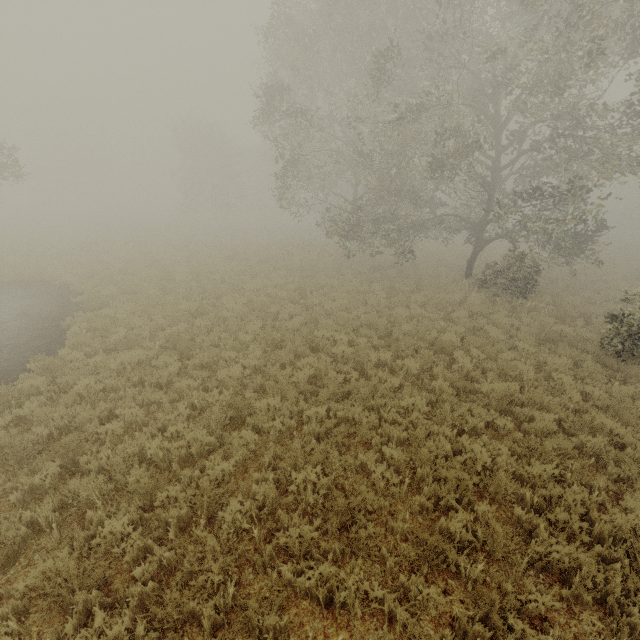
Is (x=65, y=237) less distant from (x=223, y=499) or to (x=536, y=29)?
(x=223, y=499)
